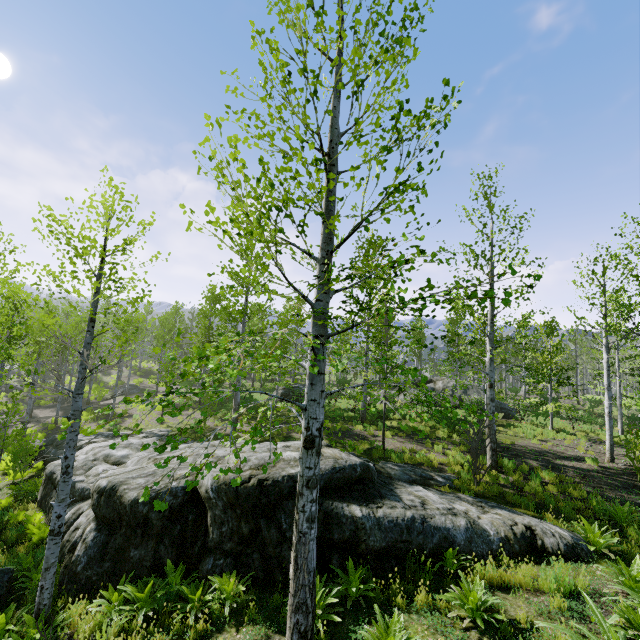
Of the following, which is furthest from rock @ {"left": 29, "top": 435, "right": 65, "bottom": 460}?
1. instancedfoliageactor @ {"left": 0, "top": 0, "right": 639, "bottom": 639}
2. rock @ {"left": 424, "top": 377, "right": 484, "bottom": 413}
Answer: rock @ {"left": 424, "top": 377, "right": 484, "bottom": 413}

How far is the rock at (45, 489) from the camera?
11.0m

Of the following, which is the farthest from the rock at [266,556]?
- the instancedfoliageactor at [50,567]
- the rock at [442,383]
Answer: the rock at [442,383]

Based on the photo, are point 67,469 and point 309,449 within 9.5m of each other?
yes

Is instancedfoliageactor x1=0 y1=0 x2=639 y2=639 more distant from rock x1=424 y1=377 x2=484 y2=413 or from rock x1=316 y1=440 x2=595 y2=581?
rock x1=424 y1=377 x2=484 y2=413

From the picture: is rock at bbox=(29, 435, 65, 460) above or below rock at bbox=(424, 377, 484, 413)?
below

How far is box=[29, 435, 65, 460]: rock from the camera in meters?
15.5 m
